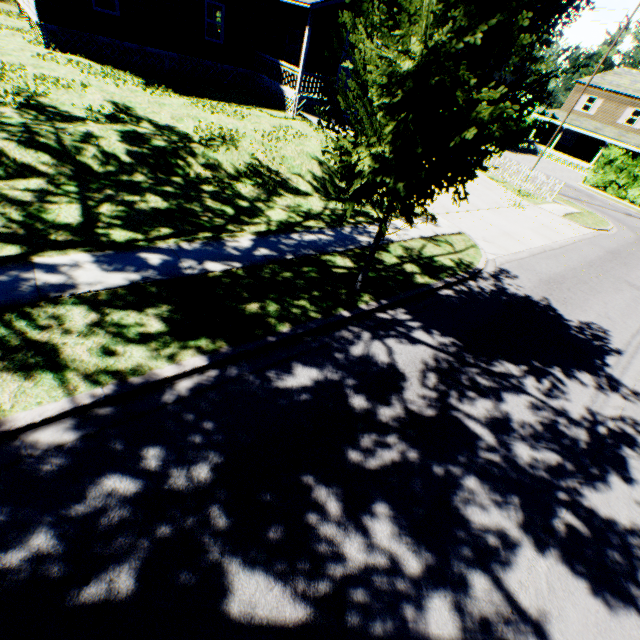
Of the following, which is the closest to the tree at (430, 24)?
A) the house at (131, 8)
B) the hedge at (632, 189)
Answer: the house at (131, 8)

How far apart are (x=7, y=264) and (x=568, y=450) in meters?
9.7

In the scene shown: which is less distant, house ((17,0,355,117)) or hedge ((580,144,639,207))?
house ((17,0,355,117))

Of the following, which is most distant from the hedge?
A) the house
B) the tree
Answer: the tree

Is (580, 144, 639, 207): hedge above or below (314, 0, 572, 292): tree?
below

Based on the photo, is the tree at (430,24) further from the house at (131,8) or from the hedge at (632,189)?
the hedge at (632,189)

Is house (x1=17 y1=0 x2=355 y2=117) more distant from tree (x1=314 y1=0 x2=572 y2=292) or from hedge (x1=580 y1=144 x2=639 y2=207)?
hedge (x1=580 y1=144 x2=639 y2=207)
